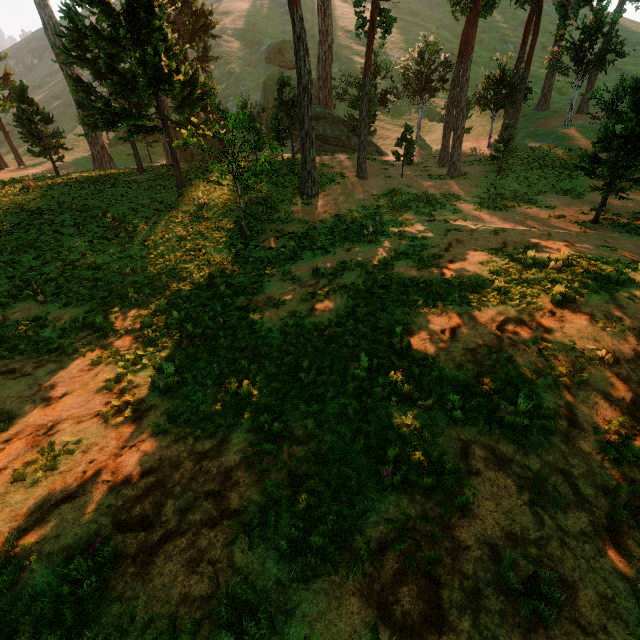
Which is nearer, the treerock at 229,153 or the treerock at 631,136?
the treerock at 631,136

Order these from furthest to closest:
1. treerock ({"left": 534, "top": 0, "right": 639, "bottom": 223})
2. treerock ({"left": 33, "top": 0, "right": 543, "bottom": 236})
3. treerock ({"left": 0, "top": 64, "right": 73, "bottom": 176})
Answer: treerock ({"left": 0, "top": 64, "right": 73, "bottom": 176}), treerock ({"left": 33, "top": 0, "right": 543, "bottom": 236}), treerock ({"left": 534, "top": 0, "right": 639, "bottom": 223})

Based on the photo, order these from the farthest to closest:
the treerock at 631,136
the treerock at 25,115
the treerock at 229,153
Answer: the treerock at 25,115, the treerock at 229,153, the treerock at 631,136

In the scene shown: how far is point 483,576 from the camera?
4.2m

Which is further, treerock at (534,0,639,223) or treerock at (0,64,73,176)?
treerock at (0,64,73,176)
